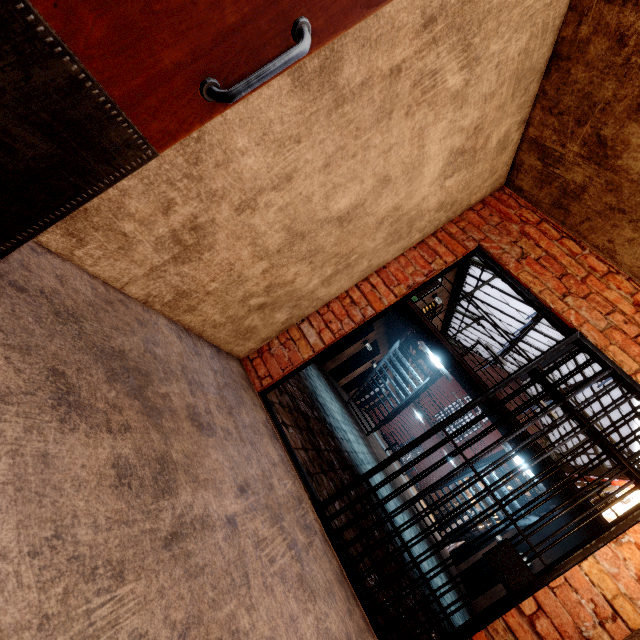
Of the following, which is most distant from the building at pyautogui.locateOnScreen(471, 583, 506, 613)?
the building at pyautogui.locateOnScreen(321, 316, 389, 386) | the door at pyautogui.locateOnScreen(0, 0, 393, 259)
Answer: the door at pyautogui.locateOnScreen(0, 0, 393, 259)

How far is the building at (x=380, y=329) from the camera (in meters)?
11.95

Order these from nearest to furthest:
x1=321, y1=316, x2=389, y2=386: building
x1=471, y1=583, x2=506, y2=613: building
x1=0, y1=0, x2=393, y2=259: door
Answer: x1=0, y1=0, x2=393, y2=259: door, x1=471, y1=583, x2=506, y2=613: building, x1=321, y1=316, x2=389, y2=386: building

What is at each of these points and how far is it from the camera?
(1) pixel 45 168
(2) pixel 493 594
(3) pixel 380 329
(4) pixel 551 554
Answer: (1) door, 0.95m
(2) building, 8.67m
(3) building, 12.16m
(4) building, 8.70m

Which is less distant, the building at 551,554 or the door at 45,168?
the door at 45,168

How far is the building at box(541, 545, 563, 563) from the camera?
8.4 meters

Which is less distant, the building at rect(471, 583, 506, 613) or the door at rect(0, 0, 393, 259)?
the door at rect(0, 0, 393, 259)

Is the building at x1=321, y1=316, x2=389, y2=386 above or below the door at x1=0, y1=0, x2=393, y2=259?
above
